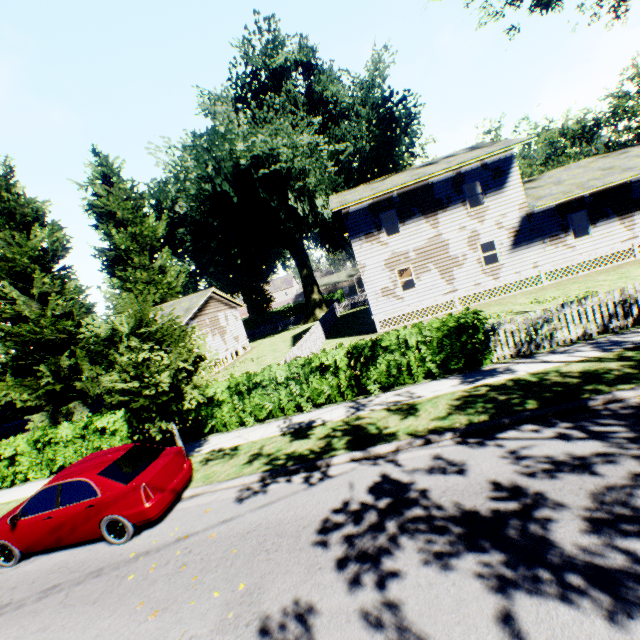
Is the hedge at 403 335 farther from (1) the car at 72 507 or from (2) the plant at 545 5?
(1) the car at 72 507

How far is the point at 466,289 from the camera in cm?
1950

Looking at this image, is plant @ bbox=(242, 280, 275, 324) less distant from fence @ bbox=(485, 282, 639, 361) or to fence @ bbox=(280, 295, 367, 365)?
fence @ bbox=(280, 295, 367, 365)

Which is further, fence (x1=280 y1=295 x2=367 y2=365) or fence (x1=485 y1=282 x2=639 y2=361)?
fence (x1=280 y1=295 x2=367 y2=365)

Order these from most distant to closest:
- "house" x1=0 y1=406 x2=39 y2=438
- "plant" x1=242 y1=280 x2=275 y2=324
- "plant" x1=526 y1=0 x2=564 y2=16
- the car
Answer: "plant" x1=242 y1=280 x2=275 y2=324
"house" x1=0 y1=406 x2=39 y2=438
"plant" x1=526 y1=0 x2=564 y2=16
the car

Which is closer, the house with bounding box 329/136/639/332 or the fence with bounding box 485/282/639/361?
the fence with bounding box 485/282/639/361

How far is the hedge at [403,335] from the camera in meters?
9.9

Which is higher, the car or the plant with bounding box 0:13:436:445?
the plant with bounding box 0:13:436:445
